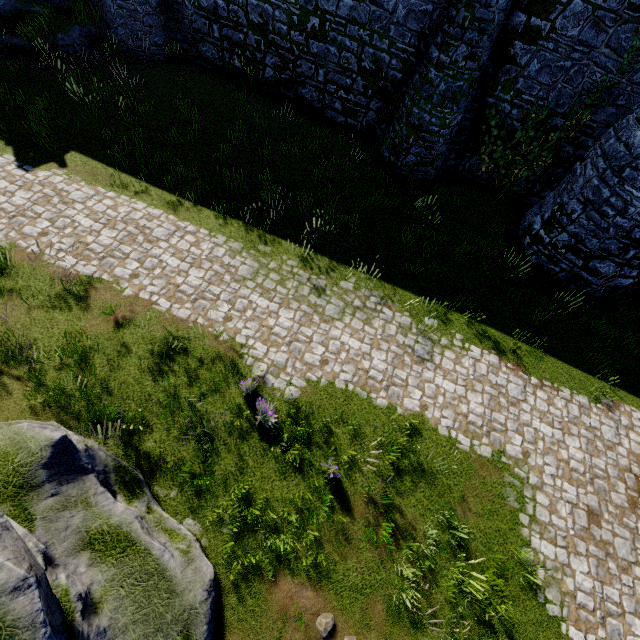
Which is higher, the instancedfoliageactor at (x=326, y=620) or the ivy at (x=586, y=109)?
the ivy at (x=586, y=109)

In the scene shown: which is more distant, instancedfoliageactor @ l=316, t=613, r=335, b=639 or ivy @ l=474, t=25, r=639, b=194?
ivy @ l=474, t=25, r=639, b=194

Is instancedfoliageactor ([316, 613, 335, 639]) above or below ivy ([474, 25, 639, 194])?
below

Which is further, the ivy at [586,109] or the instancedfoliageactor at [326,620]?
the ivy at [586,109]

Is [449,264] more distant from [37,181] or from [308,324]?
[37,181]
